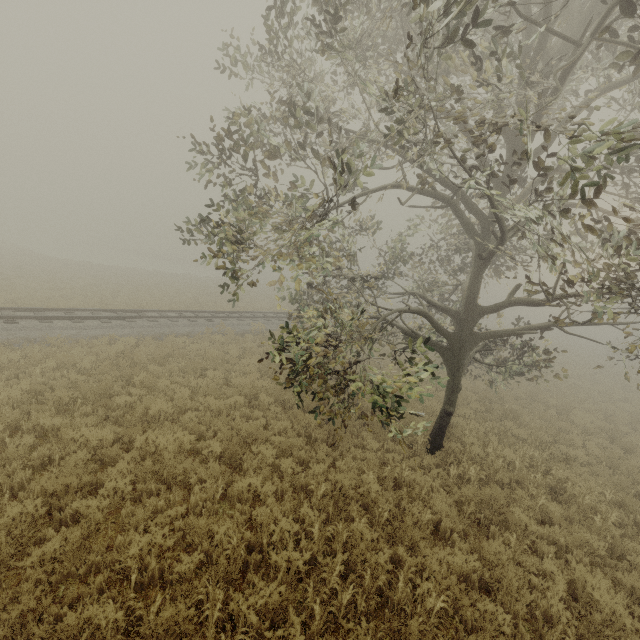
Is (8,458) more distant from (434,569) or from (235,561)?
(434,569)

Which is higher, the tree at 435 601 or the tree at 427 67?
the tree at 427 67

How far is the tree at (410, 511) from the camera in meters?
6.1 m

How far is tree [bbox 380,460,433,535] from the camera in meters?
6.1

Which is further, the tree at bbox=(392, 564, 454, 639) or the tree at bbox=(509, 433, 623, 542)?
the tree at bbox=(509, 433, 623, 542)

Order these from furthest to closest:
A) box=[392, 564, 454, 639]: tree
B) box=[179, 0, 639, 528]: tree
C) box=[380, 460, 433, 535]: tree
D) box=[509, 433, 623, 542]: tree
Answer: box=[509, 433, 623, 542]: tree
box=[380, 460, 433, 535]: tree
box=[179, 0, 639, 528]: tree
box=[392, 564, 454, 639]: tree
